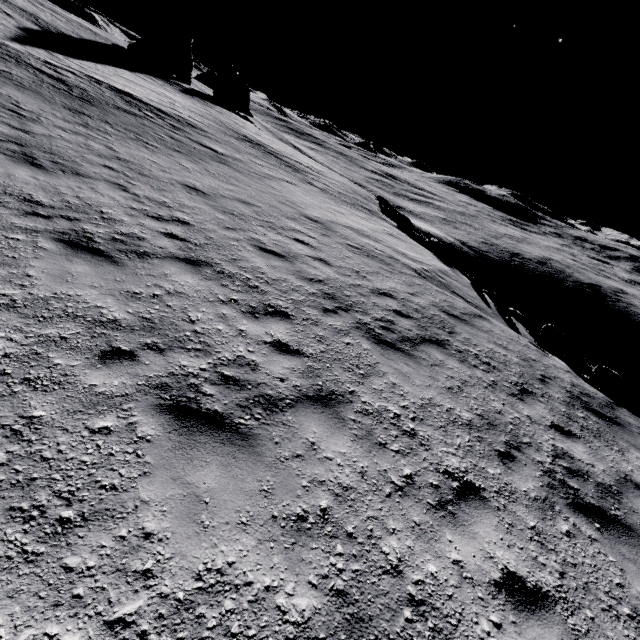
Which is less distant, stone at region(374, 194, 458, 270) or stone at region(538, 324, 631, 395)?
stone at region(538, 324, 631, 395)

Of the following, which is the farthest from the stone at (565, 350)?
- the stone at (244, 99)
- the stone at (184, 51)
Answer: the stone at (244, 99)

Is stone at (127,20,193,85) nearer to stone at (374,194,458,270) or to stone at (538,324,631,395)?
stone at (374,194,458,270)

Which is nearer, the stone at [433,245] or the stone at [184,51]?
the stone at [433,245]

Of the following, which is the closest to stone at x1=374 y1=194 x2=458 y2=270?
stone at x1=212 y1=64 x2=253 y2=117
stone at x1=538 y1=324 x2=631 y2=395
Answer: stone at x1=538 y1=324 x2=631 y2=395

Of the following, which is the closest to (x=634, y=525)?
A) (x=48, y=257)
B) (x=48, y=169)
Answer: (x=48, y=257)

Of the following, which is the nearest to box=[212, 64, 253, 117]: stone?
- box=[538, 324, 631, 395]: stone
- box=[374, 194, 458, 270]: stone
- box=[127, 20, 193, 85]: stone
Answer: box=[127, 20, 193, 85]: stone

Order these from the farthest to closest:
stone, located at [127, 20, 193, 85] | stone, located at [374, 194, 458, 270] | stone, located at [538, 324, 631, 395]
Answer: stone, located at [127, 20, 193, 85] < stone, located at [374, 194, 458, 270] < stone, located at [538, 324, 631, 395]
